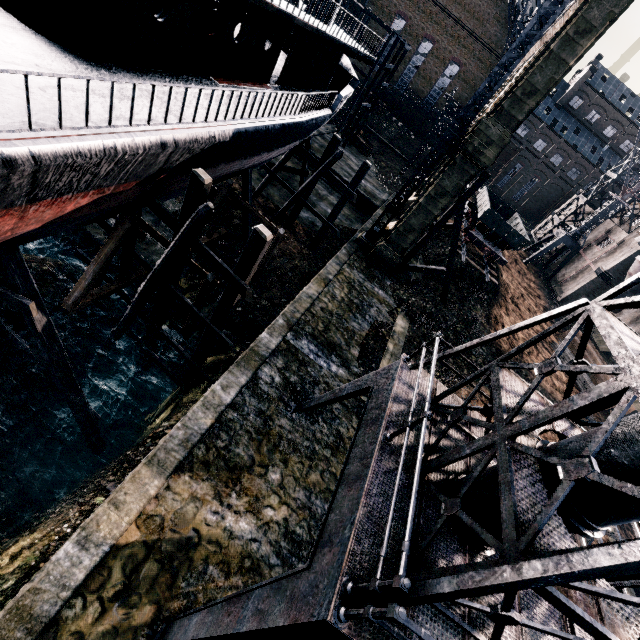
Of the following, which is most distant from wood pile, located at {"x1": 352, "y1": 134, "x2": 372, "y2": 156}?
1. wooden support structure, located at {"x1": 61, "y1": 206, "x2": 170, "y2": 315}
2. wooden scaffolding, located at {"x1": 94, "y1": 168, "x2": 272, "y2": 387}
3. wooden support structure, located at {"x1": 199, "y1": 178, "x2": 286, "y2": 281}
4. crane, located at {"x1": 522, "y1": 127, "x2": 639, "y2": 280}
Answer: wooden scaffolding, located at {"x1": 94, "y1": 168, "x2": 272, "y2": 387}

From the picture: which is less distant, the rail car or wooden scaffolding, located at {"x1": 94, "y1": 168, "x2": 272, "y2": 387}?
wooden scaffolding, located at {"x1": 94, "y1": 168, "x2": 272, "y2": 387}

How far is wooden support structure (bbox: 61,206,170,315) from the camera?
12.4m

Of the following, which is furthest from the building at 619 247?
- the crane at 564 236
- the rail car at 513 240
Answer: the rail car at 513 240

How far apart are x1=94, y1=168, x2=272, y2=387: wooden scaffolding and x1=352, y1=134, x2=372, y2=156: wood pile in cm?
3757

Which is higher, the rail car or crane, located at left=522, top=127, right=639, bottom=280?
crane, located at left=522, top=127, right=639, bottom=280

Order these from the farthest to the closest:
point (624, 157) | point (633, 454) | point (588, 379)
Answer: point (624, 157) → point (588, 379) → point (633, 454)

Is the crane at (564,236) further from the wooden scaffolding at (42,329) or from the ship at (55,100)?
the wooden scaffolding at (42,329)
